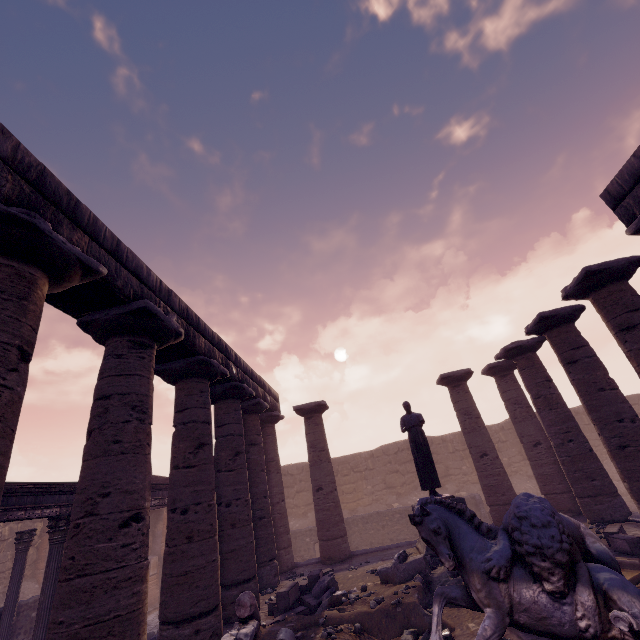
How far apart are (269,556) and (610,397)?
10.40m

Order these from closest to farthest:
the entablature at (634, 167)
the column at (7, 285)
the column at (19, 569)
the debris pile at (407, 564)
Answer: the column at (7, 285) → the debris pile at (407, 564) → the entablature at (634, 167) → the column at (19, 569)

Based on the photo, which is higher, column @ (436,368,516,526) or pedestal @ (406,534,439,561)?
column @ (436,368,516,526)

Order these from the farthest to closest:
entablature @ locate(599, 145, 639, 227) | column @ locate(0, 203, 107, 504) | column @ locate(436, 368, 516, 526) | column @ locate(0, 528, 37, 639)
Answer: column @ locate(436, 368, 516, 526) → column @ locate(0, 528, 37, 639) → entablature @ locate(599, 145, 639, 227) → column @ locate(0, 203, 107, 504)

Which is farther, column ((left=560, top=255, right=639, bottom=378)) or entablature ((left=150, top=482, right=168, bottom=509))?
entablature ((left=150, top=482, right=168, bottom=509))

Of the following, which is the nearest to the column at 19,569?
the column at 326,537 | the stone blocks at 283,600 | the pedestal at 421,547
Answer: the stone blocks at 283,600

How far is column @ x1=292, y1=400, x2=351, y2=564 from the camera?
11.19m

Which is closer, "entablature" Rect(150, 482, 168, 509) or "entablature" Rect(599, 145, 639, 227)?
"entablature" Rect(599, 145, 639, 227)
